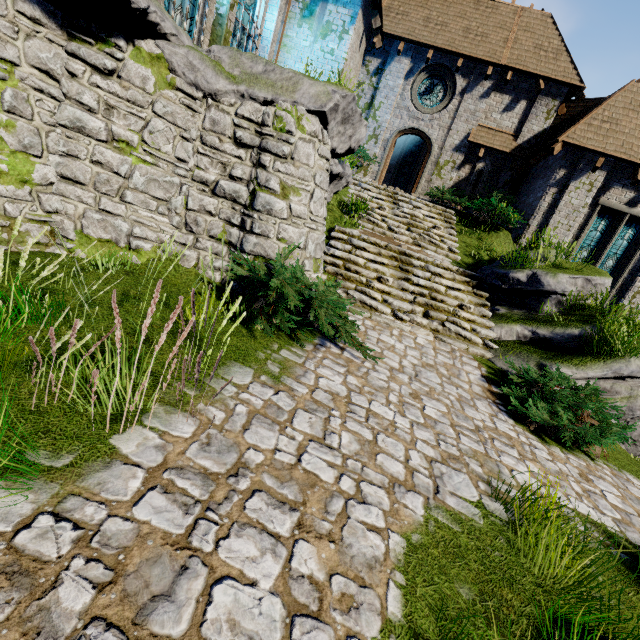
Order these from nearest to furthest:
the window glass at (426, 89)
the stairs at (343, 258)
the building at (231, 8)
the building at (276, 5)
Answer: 1. the stairs at (343, 258)
2. the building at (231, 8)
3. the building at (276, 5)
4. the window glass at (426, 89)

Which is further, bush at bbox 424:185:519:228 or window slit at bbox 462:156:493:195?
window slit at bbox 462:156:493:195

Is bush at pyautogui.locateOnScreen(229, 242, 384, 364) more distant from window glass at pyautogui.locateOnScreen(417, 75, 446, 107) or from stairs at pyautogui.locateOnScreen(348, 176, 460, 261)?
window glass at pyautogui.locateOnScreen(417, 75, 446, 107)

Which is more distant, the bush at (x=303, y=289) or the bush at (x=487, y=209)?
the bush at (x=487, y=209)

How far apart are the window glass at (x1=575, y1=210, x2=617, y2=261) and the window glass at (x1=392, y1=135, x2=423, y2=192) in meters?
11.2 m

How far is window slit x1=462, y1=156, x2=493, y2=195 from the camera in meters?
14.9 m

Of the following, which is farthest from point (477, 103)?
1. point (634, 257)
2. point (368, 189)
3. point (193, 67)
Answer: point (193, 67)

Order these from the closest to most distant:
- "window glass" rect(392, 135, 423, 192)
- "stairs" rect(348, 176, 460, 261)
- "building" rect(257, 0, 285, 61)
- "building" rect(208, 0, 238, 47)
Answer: "building" rect(208, 0, 238, 47), "stairs" rect(348, 176, 460, 261), "building" rect(257, 0, 285, 61), "window glass" rect(392, 135, 423, 192)
